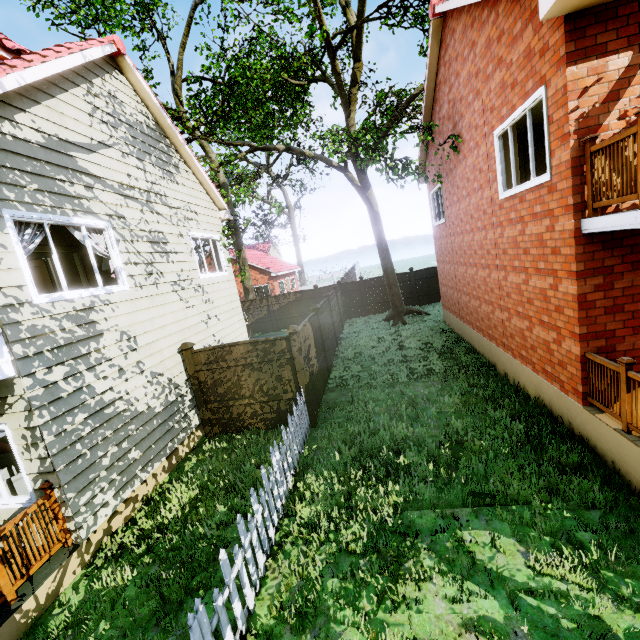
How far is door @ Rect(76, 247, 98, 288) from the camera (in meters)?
8.84

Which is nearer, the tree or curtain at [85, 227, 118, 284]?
curtain at [85, 227, 118, 284]

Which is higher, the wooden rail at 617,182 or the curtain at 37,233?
the curtain at 37,233

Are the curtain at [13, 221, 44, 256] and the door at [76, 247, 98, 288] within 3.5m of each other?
yes

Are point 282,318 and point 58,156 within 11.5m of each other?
no

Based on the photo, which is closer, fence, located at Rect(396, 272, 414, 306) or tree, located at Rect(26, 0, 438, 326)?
tree, located at Rect(26, 0, 438, 326)

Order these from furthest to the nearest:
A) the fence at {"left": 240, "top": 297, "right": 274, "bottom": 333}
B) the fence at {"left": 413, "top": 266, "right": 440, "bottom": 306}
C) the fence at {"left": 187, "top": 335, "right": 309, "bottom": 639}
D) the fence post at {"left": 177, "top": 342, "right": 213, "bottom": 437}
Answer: the fence at {"left": 240, "top": 297, "right": 274, "bottom": 333}, the fence at {"left": 413, "top": 266, "right": 440, "bottom": 306}, the fence post at {"left": 177, "top": 342, "right": 213, "bottom": 437}, the fence at {"left": 187, "top": 335, "right": 309, "bottom": 639}

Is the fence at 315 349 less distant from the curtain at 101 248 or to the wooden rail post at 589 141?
the curtain at 101 248
